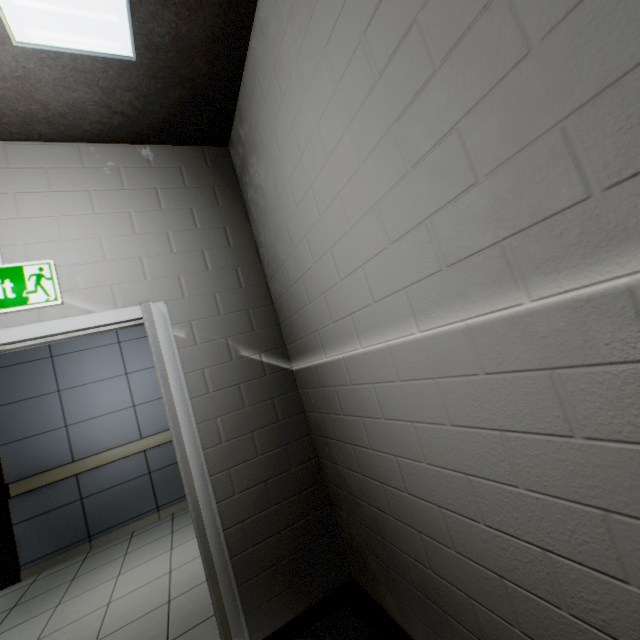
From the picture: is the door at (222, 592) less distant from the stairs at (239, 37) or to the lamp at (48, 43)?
the stairs at (239, 37)

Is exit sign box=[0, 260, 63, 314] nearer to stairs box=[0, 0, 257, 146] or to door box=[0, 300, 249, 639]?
door box=[0, 300, 249, 639]

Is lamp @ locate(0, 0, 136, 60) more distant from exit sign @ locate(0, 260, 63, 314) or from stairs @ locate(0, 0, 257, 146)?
exit sign @ locate(0, 260, 63, 314)

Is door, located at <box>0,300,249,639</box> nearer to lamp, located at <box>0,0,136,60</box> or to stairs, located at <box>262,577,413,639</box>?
stairs, located at <box>262,577,413,639</box>

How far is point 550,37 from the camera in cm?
63

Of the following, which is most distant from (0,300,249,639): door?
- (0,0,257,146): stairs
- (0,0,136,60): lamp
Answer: (0,0,136,60): lamp

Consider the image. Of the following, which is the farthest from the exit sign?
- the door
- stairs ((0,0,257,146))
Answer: stairs ((0,0,257,146))

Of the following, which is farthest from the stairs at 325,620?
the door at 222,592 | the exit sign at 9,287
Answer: the exit sign at 9,287
